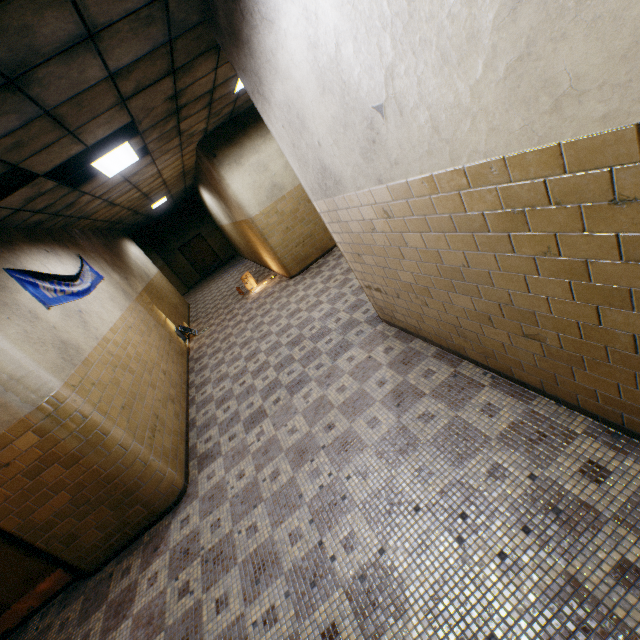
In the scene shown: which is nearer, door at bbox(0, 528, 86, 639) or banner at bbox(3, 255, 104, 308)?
door at bbox(0, 528, 86, 639)

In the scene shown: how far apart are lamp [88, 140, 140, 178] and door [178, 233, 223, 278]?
13.63m

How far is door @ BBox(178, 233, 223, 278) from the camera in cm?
1884

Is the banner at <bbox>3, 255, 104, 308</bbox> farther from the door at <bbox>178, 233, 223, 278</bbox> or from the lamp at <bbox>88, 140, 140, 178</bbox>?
the door at <bbox>178, 233, 223, 278</bbox>

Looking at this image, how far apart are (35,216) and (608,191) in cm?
705

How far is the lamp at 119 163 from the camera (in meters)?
4.73

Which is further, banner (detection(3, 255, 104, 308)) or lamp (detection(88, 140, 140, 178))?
lamp (detection(88, 140, 140, 178))

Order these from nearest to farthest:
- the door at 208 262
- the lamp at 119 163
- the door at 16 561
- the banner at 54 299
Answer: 1. the door at 16 561
2. the banner at 54 299
3. the lamp at 119 163
4. the door at 208 262
